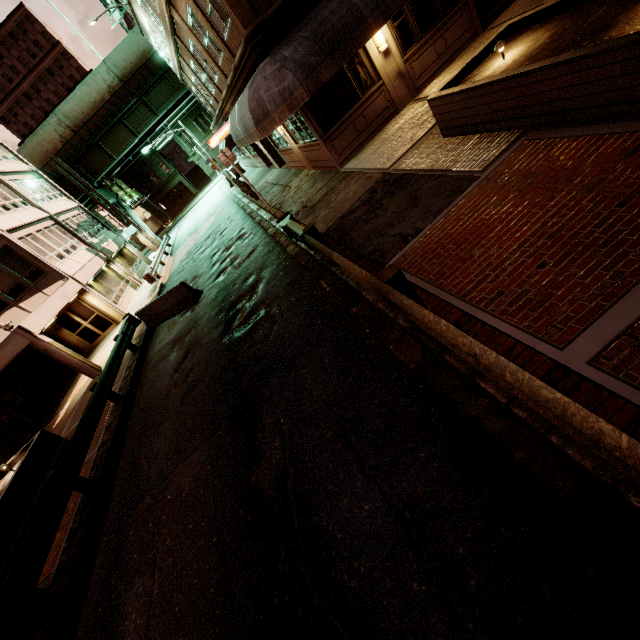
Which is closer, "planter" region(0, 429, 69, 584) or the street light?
the street light

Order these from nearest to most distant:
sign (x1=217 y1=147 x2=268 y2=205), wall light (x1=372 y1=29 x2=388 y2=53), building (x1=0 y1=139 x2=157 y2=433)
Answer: wall light (x1=372 y1=29 x2=388 y2=53)
sign (x1=217 y1=147 x2=268 y2=205)
building (x1=0 y1=139 x2=157 y2=433)

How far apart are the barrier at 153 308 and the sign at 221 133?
12.00m

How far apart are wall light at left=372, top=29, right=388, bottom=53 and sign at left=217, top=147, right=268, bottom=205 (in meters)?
7.07

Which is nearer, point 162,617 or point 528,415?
point 528,415

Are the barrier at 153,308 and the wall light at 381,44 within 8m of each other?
no

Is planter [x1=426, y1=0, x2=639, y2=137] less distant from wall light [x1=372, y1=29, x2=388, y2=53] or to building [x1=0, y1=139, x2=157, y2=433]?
wall light [x1=372, y1=29, x2=388, y2=53]

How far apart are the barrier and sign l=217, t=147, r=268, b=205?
5.4m
